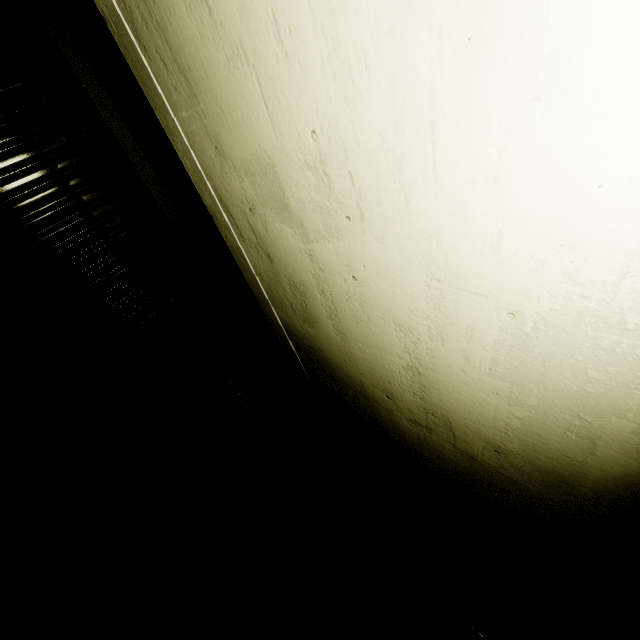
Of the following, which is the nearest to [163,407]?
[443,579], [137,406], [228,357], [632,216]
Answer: [137,406]

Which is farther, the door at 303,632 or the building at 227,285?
the door at 303,632

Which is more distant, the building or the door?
the door
